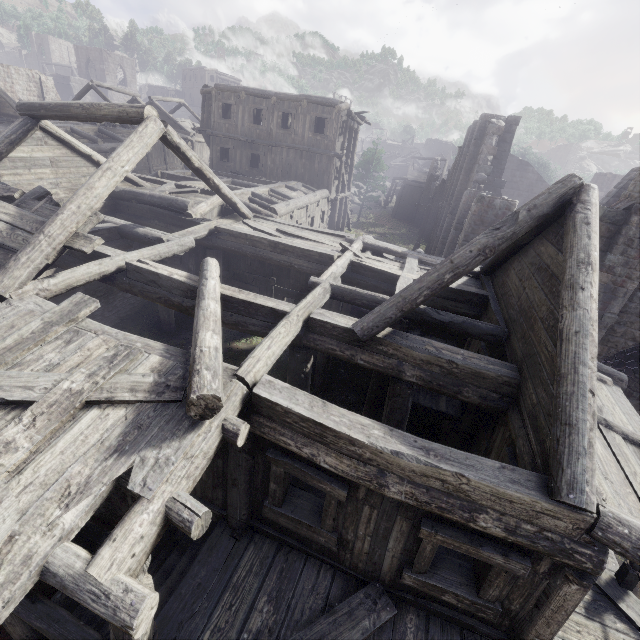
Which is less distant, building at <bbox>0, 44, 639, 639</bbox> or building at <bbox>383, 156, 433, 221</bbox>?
building at <bbox>0, 44, 639, 639</bbox>

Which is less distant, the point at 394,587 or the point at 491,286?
the point at 394,587

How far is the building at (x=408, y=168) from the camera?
44.3m

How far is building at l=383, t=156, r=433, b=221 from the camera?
44.3 meters

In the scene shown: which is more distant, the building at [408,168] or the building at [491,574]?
the building at [408,168]
